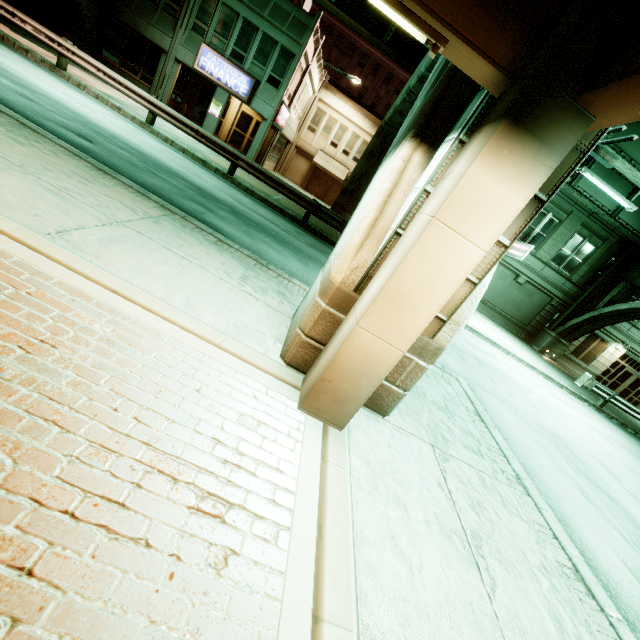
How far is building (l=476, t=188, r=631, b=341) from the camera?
22.3m

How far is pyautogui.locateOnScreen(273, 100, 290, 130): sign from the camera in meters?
20.9

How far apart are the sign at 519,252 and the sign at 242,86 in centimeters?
2015cm

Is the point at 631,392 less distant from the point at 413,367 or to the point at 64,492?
the point at 413,367

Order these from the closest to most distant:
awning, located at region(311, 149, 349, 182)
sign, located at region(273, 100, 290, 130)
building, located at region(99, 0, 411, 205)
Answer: building, located at region(99, 0, 411, 205), sign, located at region(273, 100, 290, 130), awning, located at region(311, 149, 349, 182)

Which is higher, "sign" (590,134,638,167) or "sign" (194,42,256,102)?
"sign" (590,134,638,167)

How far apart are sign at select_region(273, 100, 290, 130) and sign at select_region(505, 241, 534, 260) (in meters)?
18.35

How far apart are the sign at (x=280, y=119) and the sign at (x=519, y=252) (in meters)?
18.35
